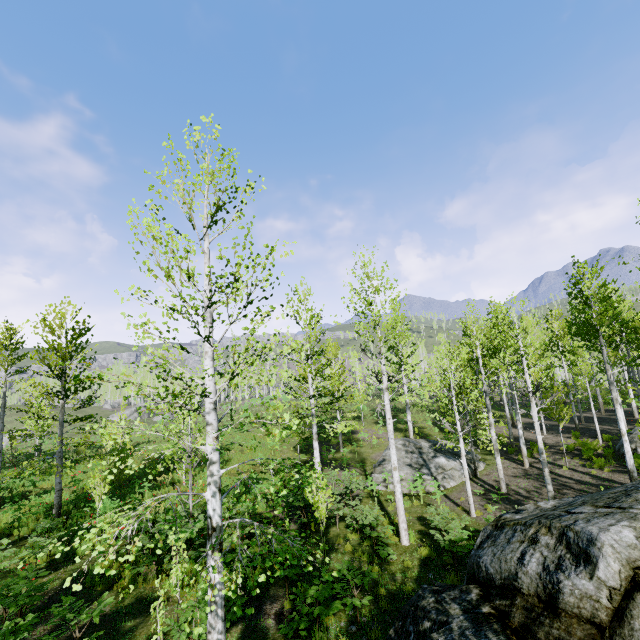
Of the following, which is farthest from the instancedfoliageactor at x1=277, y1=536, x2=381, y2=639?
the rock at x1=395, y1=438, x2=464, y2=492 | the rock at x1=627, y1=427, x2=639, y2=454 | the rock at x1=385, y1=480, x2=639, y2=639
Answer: the rock at x1=627, y1=427, x2=639, y2=454

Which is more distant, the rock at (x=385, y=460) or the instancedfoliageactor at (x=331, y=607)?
the rock at (x=385, y=460)

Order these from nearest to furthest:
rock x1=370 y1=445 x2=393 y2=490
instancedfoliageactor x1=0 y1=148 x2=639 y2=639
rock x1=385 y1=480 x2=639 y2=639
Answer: rock x1=385 y1=480 x2=639 y2=639 → instancedfoliageactor x1=0 y1=148 x2=639 y2=639 → rock x1=370 y1=445 x2=393 y2=490

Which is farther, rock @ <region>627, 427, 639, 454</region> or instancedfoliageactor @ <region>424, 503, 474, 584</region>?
rock @ <region>627, 427, 639, 454</region>

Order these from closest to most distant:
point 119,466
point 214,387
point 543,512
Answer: point 119,466, point 543,512, point 214,387

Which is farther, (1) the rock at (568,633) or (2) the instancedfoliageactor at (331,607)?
(2) the instancedfoliageactor at (331,607)

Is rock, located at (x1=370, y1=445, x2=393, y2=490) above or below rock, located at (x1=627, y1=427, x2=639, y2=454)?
below

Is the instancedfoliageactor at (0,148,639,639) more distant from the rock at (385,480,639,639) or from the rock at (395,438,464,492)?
the rock at (395,438,464,492)
